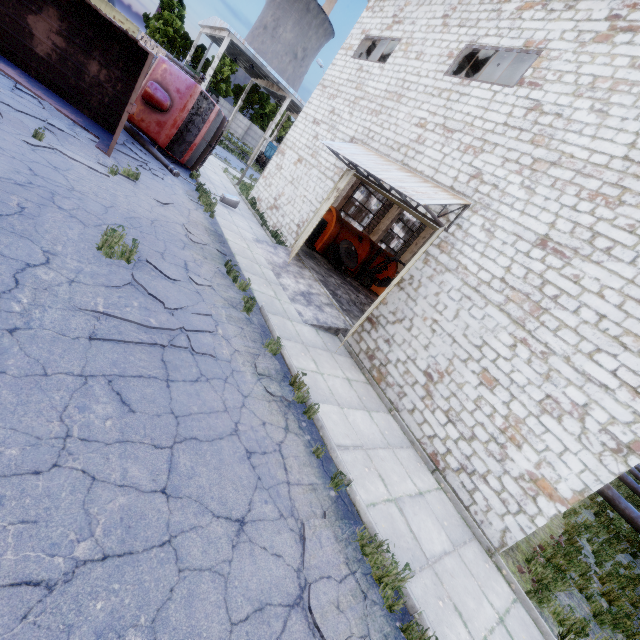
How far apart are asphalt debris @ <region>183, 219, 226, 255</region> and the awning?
4.8m

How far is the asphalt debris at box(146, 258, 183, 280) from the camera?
6.4m

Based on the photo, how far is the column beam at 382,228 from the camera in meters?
22.7 m

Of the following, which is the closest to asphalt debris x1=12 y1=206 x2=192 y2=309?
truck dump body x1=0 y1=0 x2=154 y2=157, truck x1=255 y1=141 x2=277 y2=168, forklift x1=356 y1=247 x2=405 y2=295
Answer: truck dump body x1=0 y1=0 x2=154 y2=157

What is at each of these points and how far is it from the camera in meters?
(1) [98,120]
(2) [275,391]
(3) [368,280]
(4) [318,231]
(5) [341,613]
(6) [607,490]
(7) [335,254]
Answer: (1) truck dump body, 11.1
(2) asphalt debris, 5.8
(3) forklift, 18.0
(4) cable machine, 17.2
(5) asphalt debris, 3.5
(6) pipe, 13.2
(7) wire spool, 16.8

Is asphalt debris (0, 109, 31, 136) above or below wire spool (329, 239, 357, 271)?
below

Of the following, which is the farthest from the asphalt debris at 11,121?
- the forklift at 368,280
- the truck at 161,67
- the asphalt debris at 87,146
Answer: the forklift at 368,280

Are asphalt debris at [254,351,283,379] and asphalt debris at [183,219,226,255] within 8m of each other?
yes
